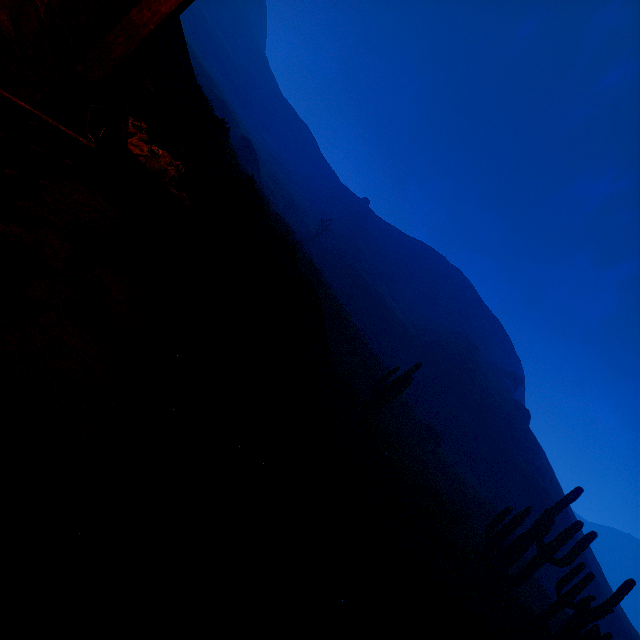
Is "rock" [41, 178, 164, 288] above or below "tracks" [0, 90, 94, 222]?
below

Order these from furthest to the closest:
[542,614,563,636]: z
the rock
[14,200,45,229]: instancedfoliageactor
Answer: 1. [542,614,563,636]: z
2. the rock
3. [14,200,45,229]: instancedfoliageactor

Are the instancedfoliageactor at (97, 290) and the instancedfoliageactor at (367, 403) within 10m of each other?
no

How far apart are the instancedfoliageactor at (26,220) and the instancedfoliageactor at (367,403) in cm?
1632

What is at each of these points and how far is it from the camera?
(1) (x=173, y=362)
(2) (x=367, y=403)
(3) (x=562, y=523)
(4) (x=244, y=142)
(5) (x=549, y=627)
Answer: (1) z, 3.9 meters
(2) instancedfoliageactor, 18.3 meters
(3) z, 40.8 meters
(4) instancedfoliageactor, 46.0 meters
(5) z, 16.6 meters

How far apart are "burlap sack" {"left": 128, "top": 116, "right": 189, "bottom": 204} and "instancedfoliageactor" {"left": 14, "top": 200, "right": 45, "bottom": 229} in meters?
1.1 m

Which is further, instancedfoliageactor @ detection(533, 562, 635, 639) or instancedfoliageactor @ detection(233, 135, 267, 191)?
instancedfoliageactor @ detection(233, 135, 267, 191)

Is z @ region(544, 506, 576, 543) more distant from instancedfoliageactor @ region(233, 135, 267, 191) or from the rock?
the rock
